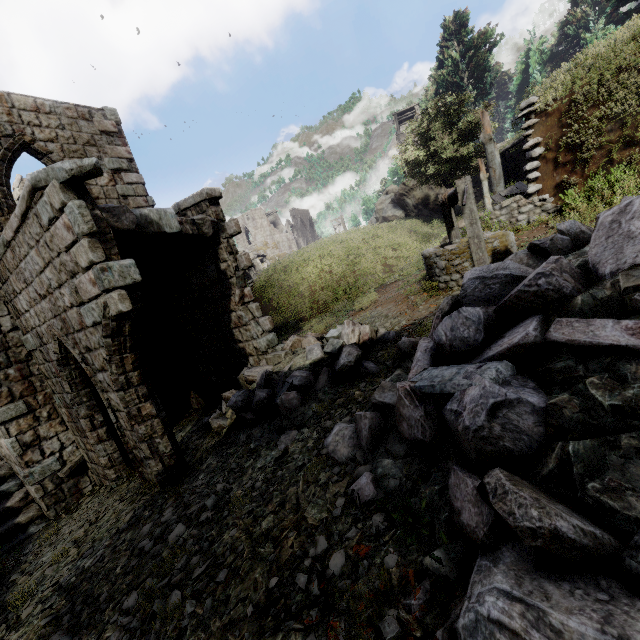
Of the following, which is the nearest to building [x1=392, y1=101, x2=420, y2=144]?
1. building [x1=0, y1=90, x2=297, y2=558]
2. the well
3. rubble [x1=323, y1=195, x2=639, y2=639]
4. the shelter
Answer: building [x1=0, y1=90, x2=297, y2=558]

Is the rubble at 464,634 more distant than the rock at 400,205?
No

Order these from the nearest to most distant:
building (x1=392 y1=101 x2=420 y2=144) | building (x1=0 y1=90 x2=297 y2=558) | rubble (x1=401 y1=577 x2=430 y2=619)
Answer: rubble (x1=401 y1=577 x2=430 y2=619), building (x1=0 y1=90 x2=297 y2=558), building (x1=392 y1=101 x2=420 y2=144)

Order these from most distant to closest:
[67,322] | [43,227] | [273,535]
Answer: [67,322], [43,227], [273,535]

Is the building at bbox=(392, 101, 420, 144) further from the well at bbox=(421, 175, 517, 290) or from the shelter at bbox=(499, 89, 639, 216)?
the well at bbox=(421, 175, 517, 290)

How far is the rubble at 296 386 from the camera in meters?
5.5

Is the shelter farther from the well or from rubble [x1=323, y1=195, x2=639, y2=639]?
rubble [x1=323, y1=195, x2=639, y2=639]

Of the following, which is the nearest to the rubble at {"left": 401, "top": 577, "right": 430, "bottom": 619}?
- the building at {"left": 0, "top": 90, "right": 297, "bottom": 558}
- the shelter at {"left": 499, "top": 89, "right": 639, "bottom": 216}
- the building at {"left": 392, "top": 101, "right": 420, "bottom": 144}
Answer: the building at {"left": 0, "top": 90, "right": 297, "bottom": 558}
